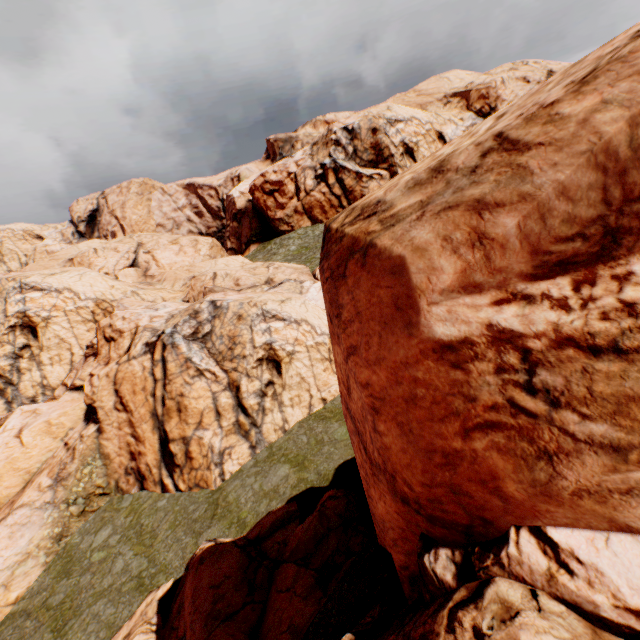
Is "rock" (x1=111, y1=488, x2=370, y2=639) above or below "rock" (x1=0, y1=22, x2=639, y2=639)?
below

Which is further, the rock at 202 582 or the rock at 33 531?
the rock at 202 582

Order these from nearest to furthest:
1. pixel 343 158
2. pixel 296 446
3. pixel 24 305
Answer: pixel 296 446 → pixel 24 305 → pixel 343 158

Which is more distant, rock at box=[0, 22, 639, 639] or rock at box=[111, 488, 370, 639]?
rock at box=[111, 488, 370, 639]

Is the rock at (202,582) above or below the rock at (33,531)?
below
